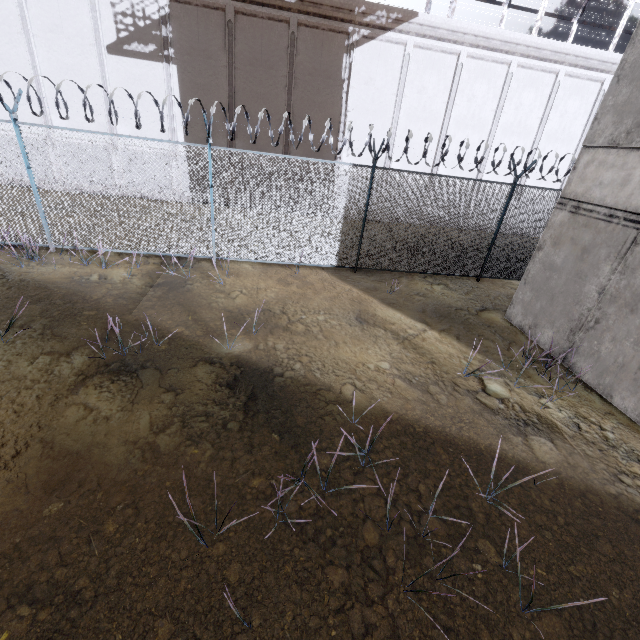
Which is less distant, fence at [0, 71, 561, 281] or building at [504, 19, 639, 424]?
building at [504, 19, 639, 424]

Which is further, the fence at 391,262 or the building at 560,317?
the fence at 391,262

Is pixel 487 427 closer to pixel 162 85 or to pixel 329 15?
pixel 329 15
